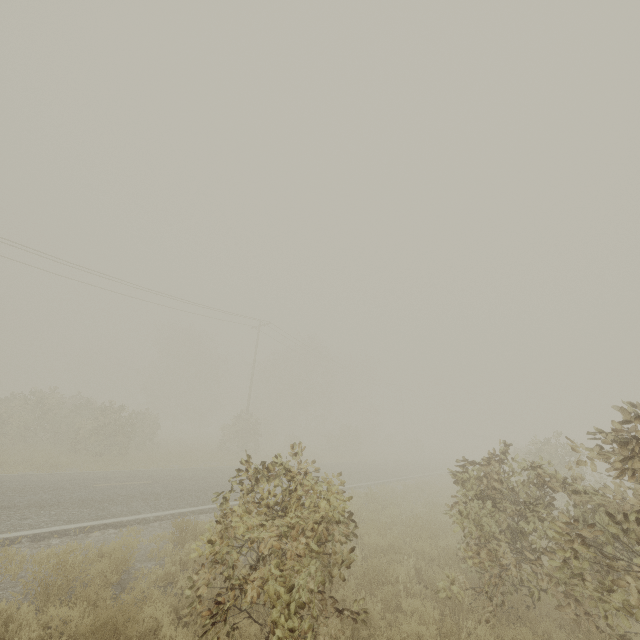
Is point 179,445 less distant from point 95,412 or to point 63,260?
point 95,412
